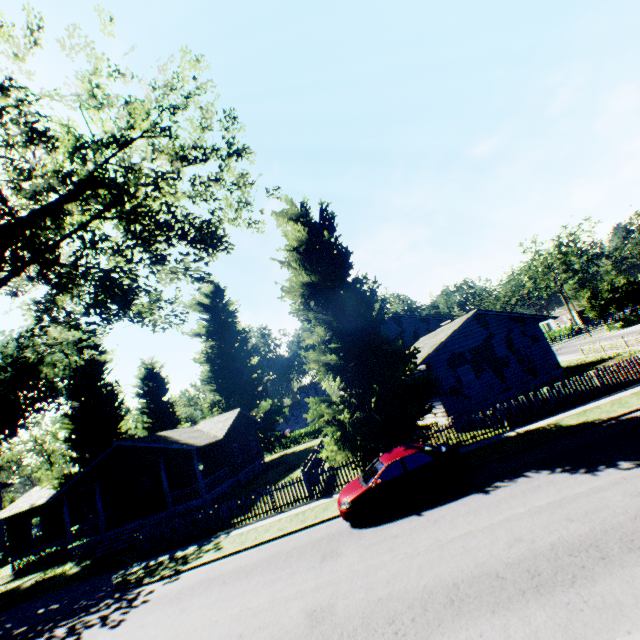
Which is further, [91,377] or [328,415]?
[91,377]

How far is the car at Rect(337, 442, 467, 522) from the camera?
11.2m

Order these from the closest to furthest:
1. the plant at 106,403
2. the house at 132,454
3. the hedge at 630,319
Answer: the plant at 106,403 < the house at 132,454 < the hedge at 630,319

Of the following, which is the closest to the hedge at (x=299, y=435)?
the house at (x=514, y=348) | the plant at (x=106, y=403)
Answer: the plant at (x=106, y=403)

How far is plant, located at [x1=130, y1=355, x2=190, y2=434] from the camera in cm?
3989

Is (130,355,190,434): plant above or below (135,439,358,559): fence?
above

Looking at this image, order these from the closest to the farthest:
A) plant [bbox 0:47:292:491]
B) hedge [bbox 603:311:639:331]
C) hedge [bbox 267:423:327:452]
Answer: plant [bbox 0:47:292:491] < hedge [bbox 603:311:639:331] < hedge [bbox 267:423:327:452]

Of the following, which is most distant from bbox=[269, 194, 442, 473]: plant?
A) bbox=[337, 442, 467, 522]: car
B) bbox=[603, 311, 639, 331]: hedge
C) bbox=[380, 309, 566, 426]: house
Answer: bbox=[603, 311, 639, 331]: hedge
